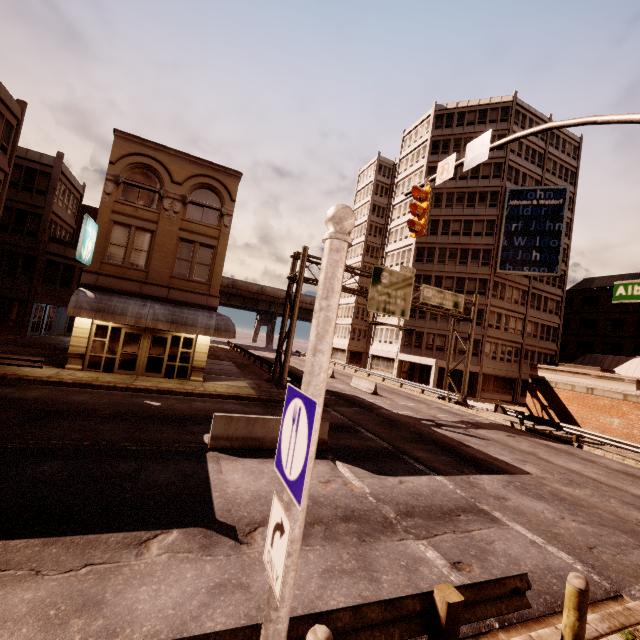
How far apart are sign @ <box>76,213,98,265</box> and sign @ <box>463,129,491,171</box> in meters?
16.9 m

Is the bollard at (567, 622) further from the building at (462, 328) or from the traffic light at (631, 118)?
the building at (462, 328)

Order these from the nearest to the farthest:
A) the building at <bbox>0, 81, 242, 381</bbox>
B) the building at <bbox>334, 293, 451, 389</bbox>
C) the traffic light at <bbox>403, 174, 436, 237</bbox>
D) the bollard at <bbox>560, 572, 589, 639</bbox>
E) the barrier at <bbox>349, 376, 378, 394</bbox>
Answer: the bollard at <bbox>560, 572, 589, 639</bbox>, the traffic light at <bbox>403, 174, 436, 237</bbox>, the building at <bbox>0, 81, 242, 381</bbox>, the barrier at <bbox>349, 376, 378, 394</bbox>, the building at <bbox>334, 293, 451, 389</bbox>

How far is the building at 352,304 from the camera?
40.3 meters

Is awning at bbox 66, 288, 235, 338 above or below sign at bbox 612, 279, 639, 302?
below

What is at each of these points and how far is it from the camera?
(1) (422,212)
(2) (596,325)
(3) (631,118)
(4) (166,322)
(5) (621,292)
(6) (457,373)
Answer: (1) traffic light, 10.4m
(2) building, 48.1m
(3) traffic light, 5.6m
(4) awning, 17.5m
(5) sign, 5.4m
(6) building, 41.2m

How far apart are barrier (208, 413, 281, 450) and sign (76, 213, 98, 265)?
11.73m

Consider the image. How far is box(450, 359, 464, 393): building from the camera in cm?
3712
